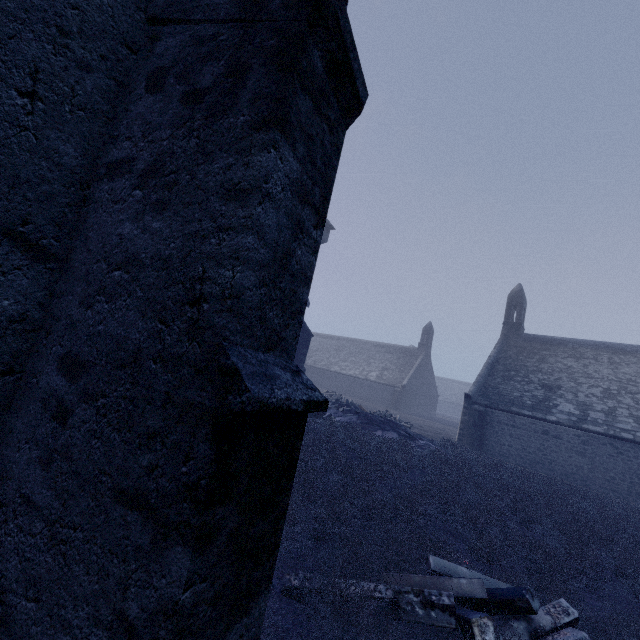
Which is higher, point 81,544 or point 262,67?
point 262,67

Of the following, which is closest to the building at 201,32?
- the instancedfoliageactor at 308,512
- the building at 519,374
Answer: the instancedfoliageactor at 308,512

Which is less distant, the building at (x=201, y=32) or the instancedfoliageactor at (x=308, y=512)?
the building at (x=201, y=32)

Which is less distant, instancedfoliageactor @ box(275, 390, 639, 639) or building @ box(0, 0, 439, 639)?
building @ box(0, 0, 439, 639)

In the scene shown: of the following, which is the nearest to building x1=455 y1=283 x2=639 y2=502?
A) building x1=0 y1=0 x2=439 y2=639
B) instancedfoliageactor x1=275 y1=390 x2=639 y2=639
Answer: instancedfoliageactor x1=275 y1=390 x2=639 y2=639

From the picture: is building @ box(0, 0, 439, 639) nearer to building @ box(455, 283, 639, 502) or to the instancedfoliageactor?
the instancedfoliageactor

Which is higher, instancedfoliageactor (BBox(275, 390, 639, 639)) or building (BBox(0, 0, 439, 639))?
building (BBox(0, 0, 439, 639))
